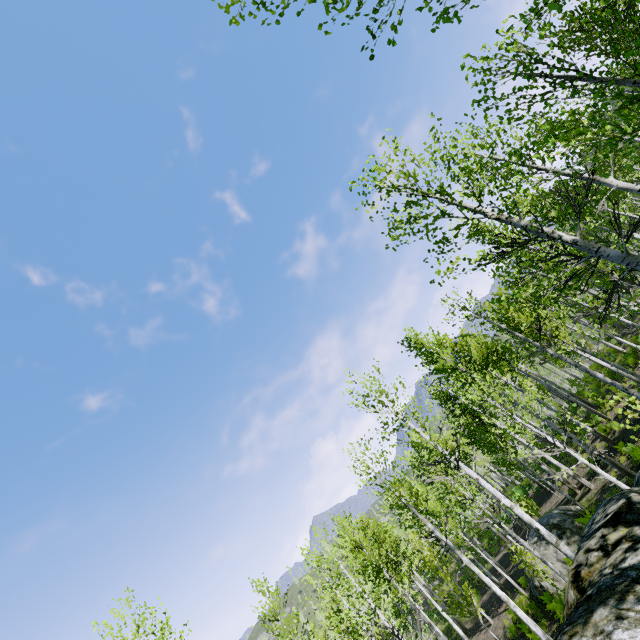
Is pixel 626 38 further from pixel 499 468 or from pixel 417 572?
pixel 417 572

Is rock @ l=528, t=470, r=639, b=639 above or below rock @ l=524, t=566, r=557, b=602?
above

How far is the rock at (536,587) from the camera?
13.6 meters

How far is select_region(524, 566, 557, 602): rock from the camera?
13.6m

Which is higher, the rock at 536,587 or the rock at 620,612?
the rock at 620,612

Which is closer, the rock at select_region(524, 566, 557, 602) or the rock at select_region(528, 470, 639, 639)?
the rock at select_region(528, 470, 639, 639)
